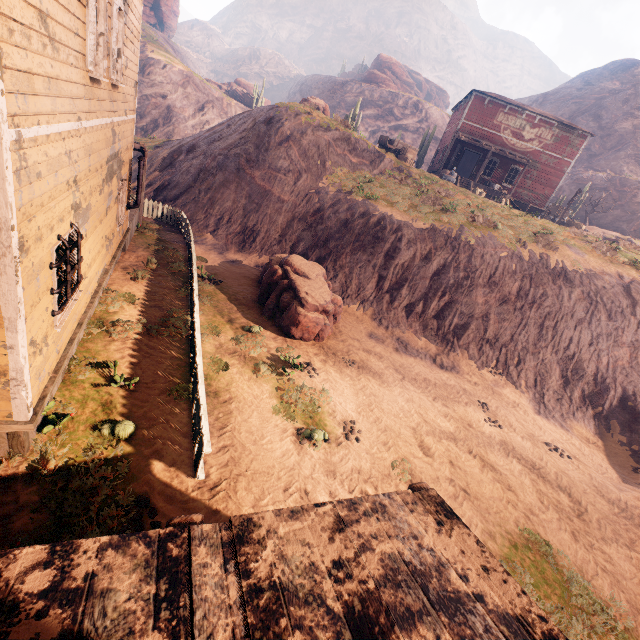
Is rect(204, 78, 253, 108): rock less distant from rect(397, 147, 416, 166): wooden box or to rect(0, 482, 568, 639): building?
rect(0, 482, 568, 639): building

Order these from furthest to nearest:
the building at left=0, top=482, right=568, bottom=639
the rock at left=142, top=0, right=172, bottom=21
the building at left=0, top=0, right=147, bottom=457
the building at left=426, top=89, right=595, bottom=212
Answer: the rock at left=142, top=0, right=172, bottom=21 < the building at left=426, top=89, right=595, bottom=212 < the building at left=0, top=0, right=147, bottom=457 < the building at left=0, top=482, right=568, bottom=639

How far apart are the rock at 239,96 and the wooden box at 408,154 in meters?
42.2 m

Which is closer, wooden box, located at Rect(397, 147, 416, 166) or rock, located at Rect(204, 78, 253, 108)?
wooden box, located at Rect(397, 147, 416, 166)

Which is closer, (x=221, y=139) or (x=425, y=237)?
(x=425, y=237)

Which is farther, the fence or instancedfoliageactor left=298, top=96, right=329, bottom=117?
instancedfoliageactor left=298, top=96, right=329, bottom=117

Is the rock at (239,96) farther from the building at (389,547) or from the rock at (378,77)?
the building at (389,547)

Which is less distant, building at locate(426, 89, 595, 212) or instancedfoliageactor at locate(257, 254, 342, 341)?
instancedfoliageactor at locate(257, 254, 342, 341)
